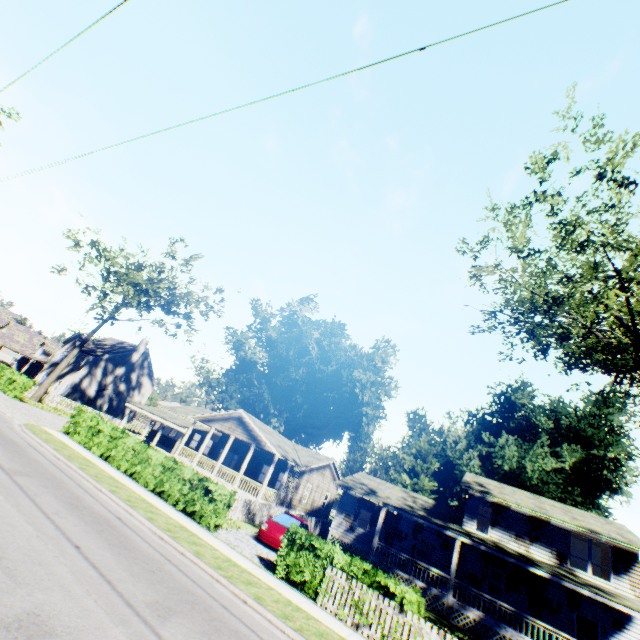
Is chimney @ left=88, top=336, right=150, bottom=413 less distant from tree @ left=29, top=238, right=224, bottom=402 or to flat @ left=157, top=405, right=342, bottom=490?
tree @ left=29, top=238, right=224, bottom=402

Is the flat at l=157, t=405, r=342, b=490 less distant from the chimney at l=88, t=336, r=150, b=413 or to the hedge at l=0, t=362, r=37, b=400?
the chimney at l=88, t=336, r=150, b=413

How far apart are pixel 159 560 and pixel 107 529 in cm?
194

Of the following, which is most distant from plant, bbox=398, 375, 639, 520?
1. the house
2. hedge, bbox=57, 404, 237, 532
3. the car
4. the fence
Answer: hedge, bbox=57, 404, 237, 532

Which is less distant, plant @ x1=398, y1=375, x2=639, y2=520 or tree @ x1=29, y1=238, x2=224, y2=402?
tree @ x1=29, y1=238, x2=224, y2=402

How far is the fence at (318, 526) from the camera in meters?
19.2

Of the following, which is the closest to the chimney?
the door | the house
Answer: the house

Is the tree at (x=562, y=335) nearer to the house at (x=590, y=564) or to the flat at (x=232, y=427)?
the house at (x=590, y=564)
